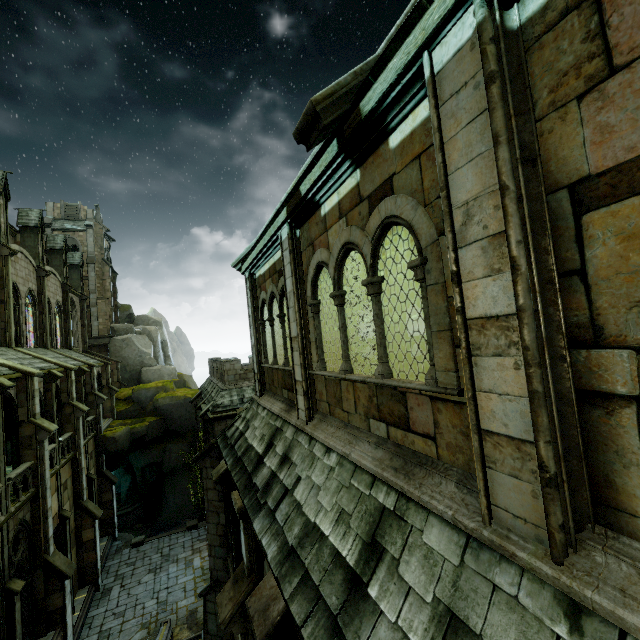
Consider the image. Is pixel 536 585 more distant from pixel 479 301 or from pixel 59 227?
pixel 59 227

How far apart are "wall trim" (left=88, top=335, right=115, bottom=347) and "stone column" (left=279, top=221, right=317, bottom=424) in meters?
41.0

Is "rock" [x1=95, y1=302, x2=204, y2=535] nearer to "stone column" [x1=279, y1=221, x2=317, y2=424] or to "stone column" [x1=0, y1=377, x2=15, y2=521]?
"stone column" [x1=0, y1=377, x2=15, y2=521]

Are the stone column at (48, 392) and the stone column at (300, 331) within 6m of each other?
no

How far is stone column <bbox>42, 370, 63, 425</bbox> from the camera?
17.89m

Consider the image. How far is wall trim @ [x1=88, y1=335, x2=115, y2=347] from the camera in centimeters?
3847cm

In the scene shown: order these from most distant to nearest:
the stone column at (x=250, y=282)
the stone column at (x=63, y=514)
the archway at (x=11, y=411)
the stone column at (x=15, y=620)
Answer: the stone column at (x=63, y=514)
the archway at (x=11, y=411)
the stone column at (x=15, y=620)
the stone column at (x=250, y=282)

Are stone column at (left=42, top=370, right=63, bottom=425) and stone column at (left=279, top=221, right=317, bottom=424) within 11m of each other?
no
